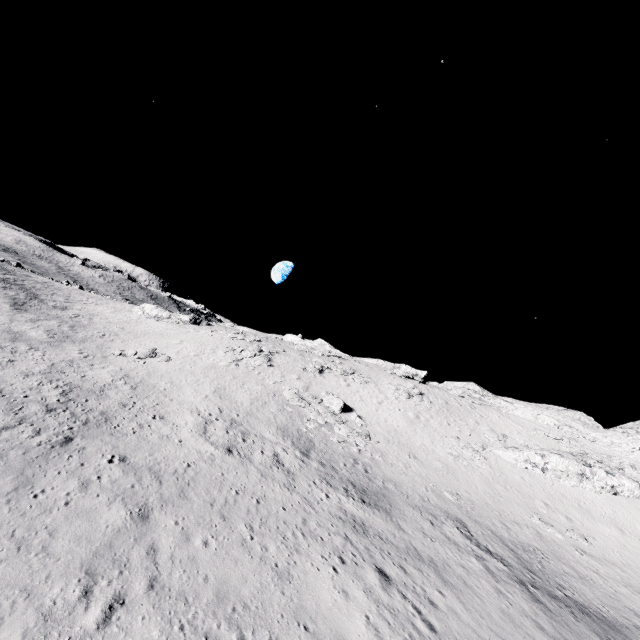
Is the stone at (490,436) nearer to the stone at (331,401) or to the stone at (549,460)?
the stone at (549,460)

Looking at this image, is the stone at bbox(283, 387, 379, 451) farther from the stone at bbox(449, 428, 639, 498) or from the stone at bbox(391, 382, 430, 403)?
the stone at bbox(449, 428, 639, 498)

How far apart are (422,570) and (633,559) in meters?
19.8 m

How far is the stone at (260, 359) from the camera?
39.28m

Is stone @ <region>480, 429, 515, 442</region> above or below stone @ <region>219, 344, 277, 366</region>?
above

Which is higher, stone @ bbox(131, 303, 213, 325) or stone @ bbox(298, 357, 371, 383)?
stone @ bbox(298, 357, 371, 383)

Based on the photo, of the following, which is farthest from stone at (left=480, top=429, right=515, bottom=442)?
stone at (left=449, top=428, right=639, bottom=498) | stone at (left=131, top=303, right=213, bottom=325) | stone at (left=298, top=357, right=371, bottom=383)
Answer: stone at (left=131, top=303, right=213, bottom=325)

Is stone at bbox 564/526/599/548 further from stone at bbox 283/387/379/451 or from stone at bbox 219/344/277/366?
stone at bbox 219/344/277/366
